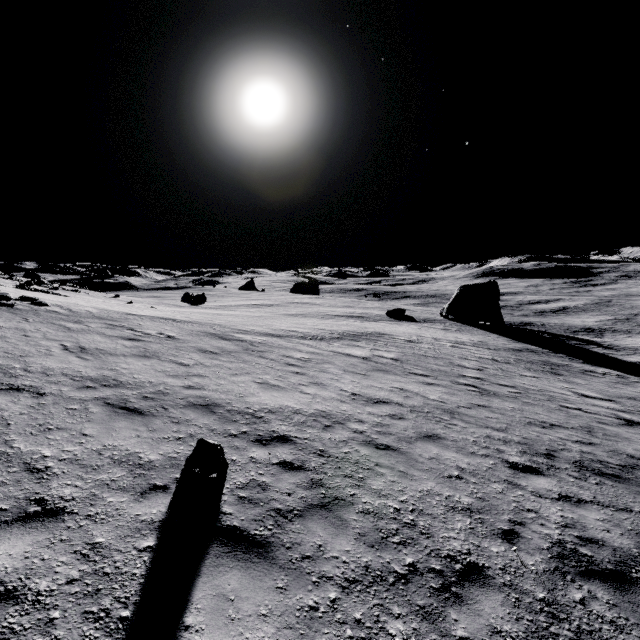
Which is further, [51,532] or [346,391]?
[346,391]

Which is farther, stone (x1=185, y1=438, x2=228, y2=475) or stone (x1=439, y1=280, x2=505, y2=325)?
stone (x1=439, y1=280, x2=505, y2=325)

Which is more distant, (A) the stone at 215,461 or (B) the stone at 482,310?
(B) the stone at 482,310

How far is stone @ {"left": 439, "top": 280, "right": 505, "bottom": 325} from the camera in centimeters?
4319cm

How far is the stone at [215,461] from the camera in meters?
5.3 m

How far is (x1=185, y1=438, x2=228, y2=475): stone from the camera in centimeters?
535cm
